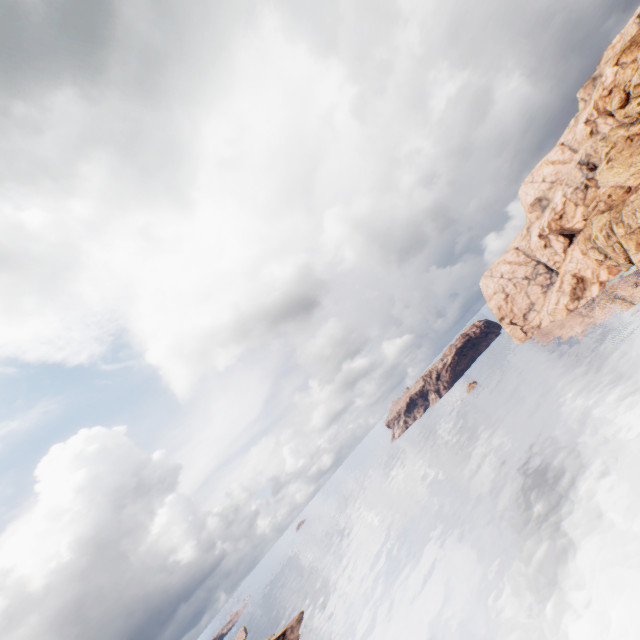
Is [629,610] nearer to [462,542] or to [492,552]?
[492,552]
